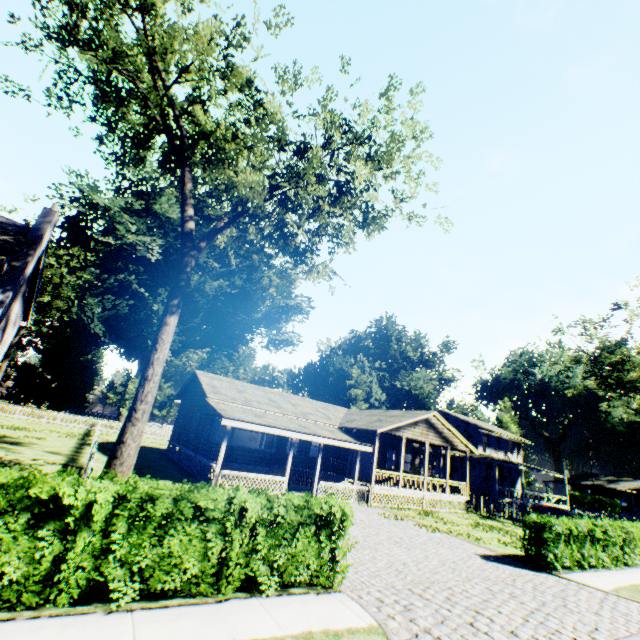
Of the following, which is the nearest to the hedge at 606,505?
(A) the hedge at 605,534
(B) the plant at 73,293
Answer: (B) the plant at 73,293

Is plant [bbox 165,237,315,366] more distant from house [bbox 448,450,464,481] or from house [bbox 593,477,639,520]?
house [bbox 593,477,639,520]

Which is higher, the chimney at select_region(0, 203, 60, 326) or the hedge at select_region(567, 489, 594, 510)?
the chimney at select_region(0, 203, 60, 326)

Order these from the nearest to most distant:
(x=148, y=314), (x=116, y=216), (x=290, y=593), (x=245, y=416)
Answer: (x=290, y=593), (x=245, y=416), (x=116, y=216), (x=148, y=314)

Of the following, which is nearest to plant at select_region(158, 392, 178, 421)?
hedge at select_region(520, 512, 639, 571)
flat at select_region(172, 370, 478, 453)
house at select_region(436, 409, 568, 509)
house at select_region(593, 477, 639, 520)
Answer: house at select_region(436, 409, 568, 509)

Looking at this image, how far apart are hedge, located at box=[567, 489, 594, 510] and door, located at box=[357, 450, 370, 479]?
47.56m

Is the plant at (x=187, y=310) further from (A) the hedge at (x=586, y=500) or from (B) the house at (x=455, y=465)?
(A) the hedge at (x=586, y=500)

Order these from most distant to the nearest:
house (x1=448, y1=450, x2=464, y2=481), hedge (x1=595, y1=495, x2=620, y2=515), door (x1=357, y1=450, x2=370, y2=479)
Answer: hedge (x1=595, y1=495, x2=620, y2=515) → house (x1=448, y1=450, x2=464, y2=481) → door (x1=357, y1=450, x2=370, y2=479)
